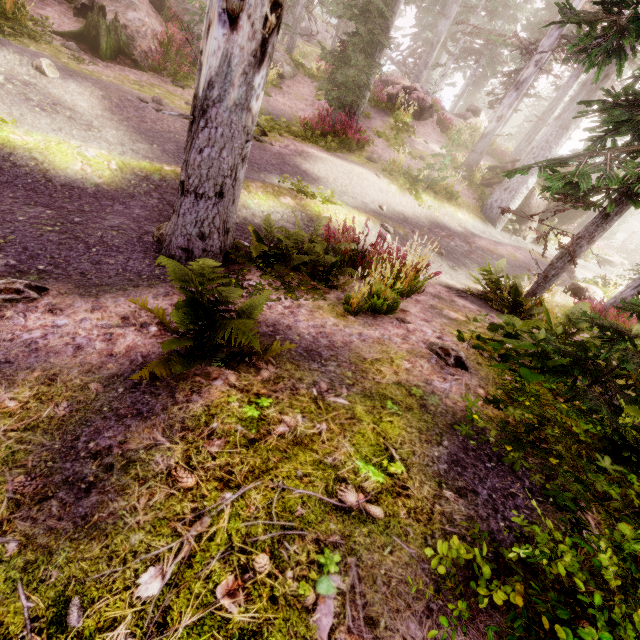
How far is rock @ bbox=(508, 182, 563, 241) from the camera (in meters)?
16.31

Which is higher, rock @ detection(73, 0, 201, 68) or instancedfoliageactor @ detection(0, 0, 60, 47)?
rock @ detection(73, 0, 201, 68)

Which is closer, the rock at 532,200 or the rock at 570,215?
the rock at 532,200

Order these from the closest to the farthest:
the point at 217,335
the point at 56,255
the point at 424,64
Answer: the point at 217,335, the point at 56,255, the point at 424,64

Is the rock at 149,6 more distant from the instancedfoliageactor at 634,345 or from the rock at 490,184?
the rock at 490,184

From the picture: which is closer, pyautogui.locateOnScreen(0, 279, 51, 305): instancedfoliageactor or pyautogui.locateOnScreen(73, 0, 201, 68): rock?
pyautogui.locateOnScreen(0, 279, 51, 305): instancedfoliageactor

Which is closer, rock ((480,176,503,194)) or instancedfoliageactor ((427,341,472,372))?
instancedfoliageactor ((427,341,472,372))

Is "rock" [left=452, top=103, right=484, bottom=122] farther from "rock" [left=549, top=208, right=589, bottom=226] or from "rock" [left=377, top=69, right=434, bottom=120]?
"rock" [left=377, top=69, right=434, bottom=120]
